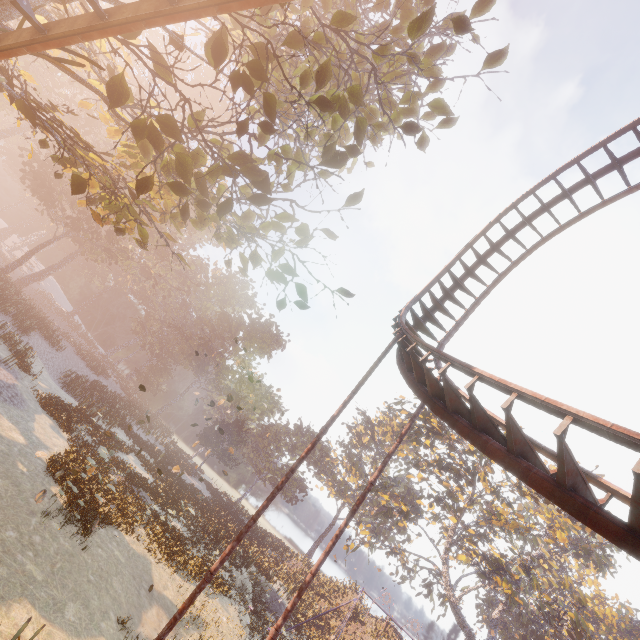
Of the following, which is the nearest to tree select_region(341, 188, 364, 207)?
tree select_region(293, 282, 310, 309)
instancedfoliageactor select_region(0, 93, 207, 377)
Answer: tree select_region(293, 282, 310, 309)

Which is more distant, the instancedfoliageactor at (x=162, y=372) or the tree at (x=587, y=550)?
the instancedfoliageactor at (x=162, y=372)

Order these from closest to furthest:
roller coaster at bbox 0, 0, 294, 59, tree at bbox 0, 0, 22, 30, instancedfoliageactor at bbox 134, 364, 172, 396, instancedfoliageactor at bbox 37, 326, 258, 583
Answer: roller coaster at bbox 0, 0, 294, 59
tree at bbox 0, 0, 22, 30
instancedfoliageactor at bbox 37, 326, 258, 583
instancedfoliageactor at bbox 134, 364, 172, 396

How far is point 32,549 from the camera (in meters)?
9.82

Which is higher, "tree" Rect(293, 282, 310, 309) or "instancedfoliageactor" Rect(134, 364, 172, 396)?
"tree" Rect(293, 282, 310, 309)

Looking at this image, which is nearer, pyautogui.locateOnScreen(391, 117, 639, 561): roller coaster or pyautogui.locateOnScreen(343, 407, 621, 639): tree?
pyautogui.locateOnScreen(391, 117, 639, 561): roller coaster

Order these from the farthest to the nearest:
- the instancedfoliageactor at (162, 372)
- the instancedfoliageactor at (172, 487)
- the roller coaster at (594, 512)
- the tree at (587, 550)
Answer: the instancedfoliageactor at (162, 372) → the tree at (587, 550) → the instancedfoliageactor at (172, 487) → the roller coaster at (594, 512)

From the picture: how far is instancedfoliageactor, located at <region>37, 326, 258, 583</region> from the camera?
14.9m
